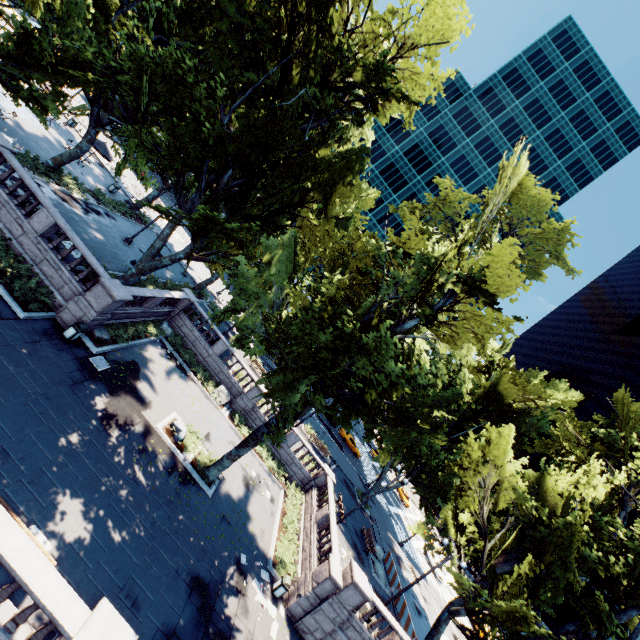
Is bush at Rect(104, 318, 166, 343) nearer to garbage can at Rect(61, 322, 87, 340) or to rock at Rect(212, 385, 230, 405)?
rock at Rect(212, 385, 230, 405)

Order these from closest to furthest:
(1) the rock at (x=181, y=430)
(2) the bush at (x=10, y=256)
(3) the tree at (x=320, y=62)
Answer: (3) the tree at (x=320, y=62)
(2) the bush at (x=10, y=256)
(1) the rock at (x=181, y=430)

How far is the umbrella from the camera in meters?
29.4 m

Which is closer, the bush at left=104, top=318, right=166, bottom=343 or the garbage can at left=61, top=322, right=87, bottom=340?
the garbage can at left=61, top=322, right=87, bottom=340

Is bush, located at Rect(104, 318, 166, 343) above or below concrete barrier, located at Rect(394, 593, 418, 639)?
below

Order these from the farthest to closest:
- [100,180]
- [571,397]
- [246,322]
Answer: [100,180] < [571,397] < [246,322]

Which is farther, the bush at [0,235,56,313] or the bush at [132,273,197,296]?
the bush at [132,273,197,296]

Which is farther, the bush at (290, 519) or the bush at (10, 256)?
the bush at (290, 519)
